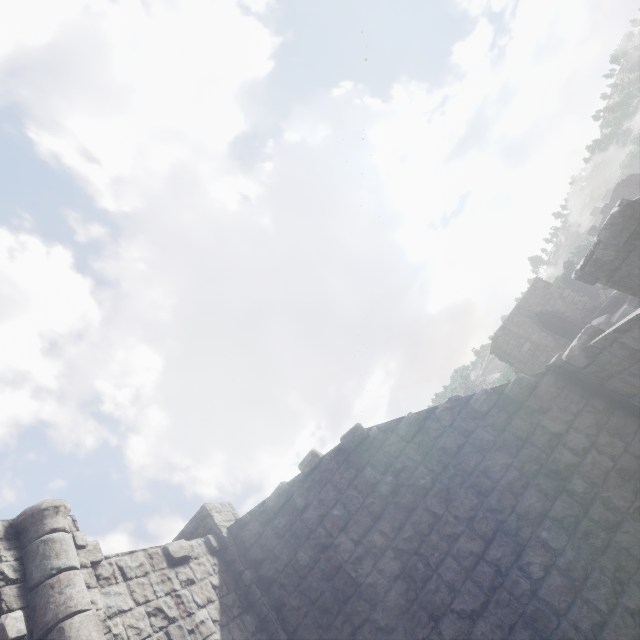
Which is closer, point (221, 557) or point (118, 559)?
point (118, 559)
